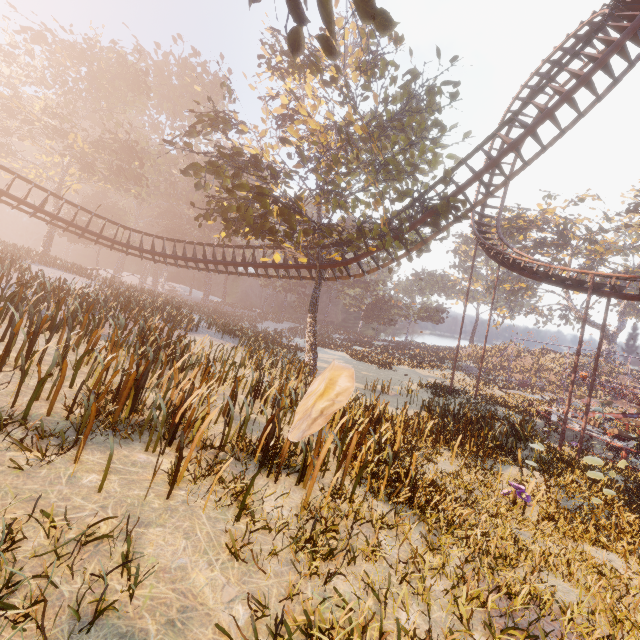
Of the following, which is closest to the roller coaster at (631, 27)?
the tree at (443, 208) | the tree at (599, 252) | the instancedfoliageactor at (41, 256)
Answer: the tree at (443, 208)

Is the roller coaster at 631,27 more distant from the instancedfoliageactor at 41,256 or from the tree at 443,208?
the instancedfoliageactor at 41,256

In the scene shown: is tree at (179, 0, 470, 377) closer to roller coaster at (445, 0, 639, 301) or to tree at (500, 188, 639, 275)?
roller coaster at (445, 0, 639, 301)

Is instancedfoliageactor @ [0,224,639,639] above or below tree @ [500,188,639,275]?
below

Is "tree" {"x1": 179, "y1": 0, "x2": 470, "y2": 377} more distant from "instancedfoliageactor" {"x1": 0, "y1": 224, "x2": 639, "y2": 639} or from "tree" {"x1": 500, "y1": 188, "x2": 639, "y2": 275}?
"tree" {"x1": 500, "y1": 188, "x2": 639, "y2": 275}

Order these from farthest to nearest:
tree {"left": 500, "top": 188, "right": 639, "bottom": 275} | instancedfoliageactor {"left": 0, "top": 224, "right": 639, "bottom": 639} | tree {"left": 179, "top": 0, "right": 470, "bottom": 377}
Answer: tree {"left": 500, "top": 188, "right": 639, "bottom": 275}, tree {"left": 179, "top": 0, "right": 470, "bottom": 377}, instancedfoliageactor {"left": 0, "top": 224, "right": 639, "bottom": 639}

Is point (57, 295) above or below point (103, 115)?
below
